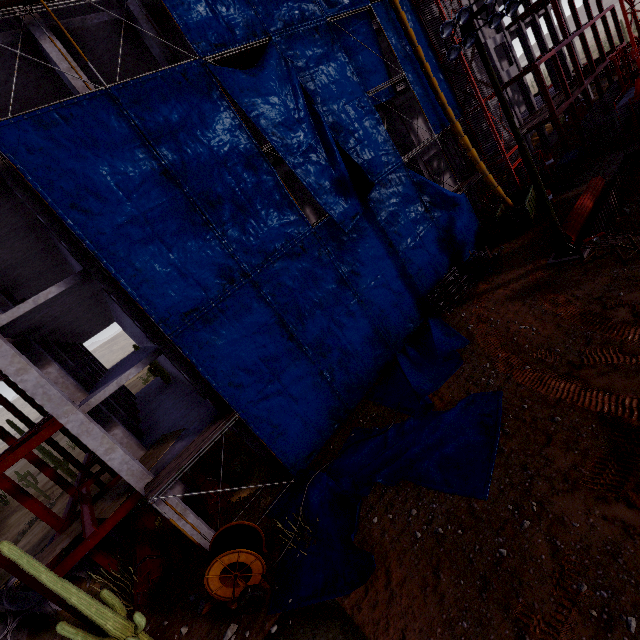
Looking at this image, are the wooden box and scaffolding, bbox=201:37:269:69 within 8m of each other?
no

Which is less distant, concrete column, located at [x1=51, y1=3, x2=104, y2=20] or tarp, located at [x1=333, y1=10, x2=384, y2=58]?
concrete column, located at [x1=51, y1=3, x2=104, y2=20]

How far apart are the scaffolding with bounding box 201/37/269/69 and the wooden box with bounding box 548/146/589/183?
22.6 meters

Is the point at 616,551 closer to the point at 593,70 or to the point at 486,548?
the point at 486,548

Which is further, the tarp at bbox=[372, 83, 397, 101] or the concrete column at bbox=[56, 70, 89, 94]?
the tarp at bbox=[372, 83, 397, 101]

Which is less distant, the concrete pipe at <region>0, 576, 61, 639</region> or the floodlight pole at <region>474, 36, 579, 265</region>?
the floodlight pole at <region>474, 36, 579, 265</region>

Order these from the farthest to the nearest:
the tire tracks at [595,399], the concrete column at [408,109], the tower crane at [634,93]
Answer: the concrete column at [408,109], the tower crane at [634,93], the tire tracks at [595,399]

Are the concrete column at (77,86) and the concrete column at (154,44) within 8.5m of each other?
yes
